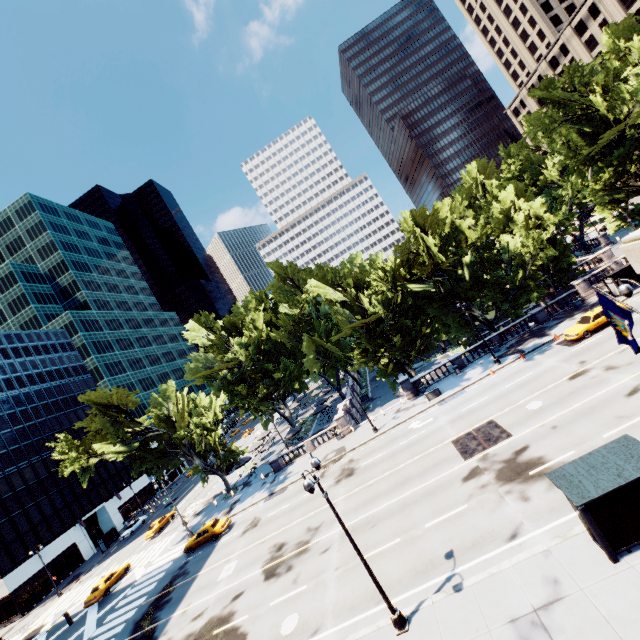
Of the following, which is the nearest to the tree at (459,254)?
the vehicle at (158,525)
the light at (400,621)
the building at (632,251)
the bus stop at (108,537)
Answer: the bus stop at (108,537)

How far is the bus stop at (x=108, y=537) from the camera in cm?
5278

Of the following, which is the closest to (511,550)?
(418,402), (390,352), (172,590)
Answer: (390,352)

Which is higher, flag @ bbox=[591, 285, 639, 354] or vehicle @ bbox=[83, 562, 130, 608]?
flag @ bbox=[591, 285, 639, 354]

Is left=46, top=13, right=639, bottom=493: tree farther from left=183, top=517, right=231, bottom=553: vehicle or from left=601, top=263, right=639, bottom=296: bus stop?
left=183, top=517, right=231, bottom=553: vehicle

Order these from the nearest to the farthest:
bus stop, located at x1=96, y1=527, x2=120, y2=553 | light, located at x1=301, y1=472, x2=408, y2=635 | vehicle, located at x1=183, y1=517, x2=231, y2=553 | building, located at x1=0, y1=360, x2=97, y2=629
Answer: light, located at x1=301, y1=472, x2=408, y2=635 → vehicle, located at x1=183, y1=517, x2=231, y2=553 → building, located at x1=0, y1=360, x2=97, y2=629 → bus stop, located at x1=96, y1=527, x2=120, y2=553

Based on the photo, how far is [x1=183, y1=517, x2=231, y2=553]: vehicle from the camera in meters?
32.0

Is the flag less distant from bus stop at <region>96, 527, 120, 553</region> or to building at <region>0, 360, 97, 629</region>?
bus stop at <region>96, 527, 120, 553</region>
